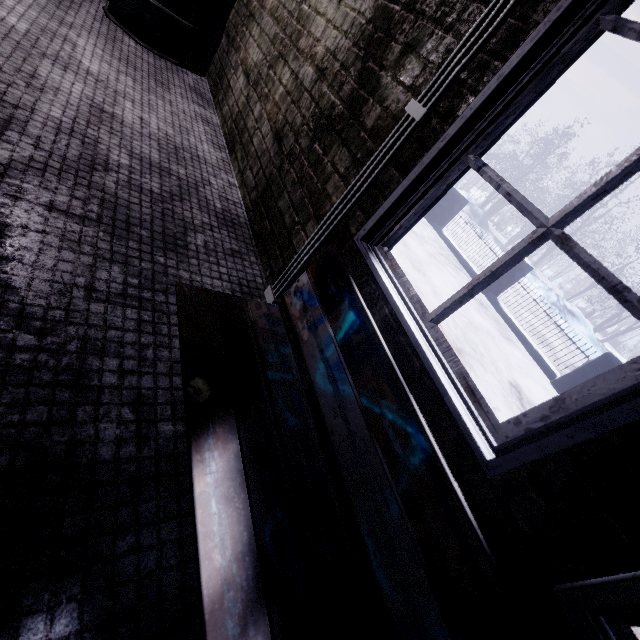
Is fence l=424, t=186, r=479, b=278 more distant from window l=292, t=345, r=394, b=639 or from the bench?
the bench

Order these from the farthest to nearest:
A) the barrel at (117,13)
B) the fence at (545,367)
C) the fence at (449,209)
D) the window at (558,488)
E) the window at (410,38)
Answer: the fence at (449,209) → the fence at (545,367) → the barrel at (117,13) → the window at (410,38) → the window at (558,488)

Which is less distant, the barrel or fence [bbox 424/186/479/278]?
the barrel

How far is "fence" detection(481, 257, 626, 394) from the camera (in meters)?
4.70

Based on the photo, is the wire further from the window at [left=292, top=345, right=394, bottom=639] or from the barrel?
the barrel

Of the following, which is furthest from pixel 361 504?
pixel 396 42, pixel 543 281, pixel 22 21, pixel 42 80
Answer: pixel 543 281

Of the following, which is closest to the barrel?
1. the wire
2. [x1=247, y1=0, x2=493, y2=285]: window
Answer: [x1=247, y1=0, x2=493, y2=285]: window

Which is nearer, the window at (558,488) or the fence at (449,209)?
the window at (558,488)
